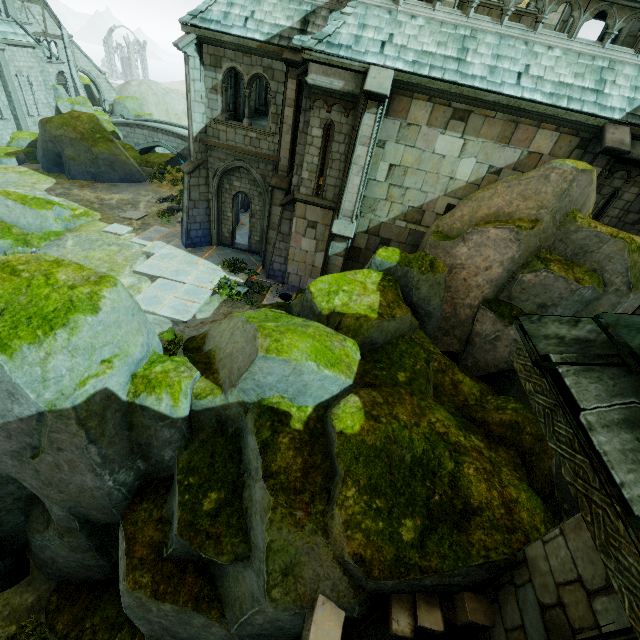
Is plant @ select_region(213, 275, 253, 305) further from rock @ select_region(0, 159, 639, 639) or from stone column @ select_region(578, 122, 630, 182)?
stone column @ select_region(578, 122, 630, 182)

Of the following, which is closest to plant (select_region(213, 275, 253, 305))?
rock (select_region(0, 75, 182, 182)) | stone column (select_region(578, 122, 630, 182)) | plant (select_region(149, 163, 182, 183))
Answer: stone column (select_region(578, 122, 630, 182))

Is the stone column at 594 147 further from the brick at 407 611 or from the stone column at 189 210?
the stone column at 189 210

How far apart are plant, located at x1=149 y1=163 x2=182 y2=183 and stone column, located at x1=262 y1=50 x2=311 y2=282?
13.9 meters

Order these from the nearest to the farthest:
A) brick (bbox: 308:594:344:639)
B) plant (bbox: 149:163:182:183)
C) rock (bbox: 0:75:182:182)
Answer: brick (bbox: 308:594:344:639) < rock (bbox: 0:75:182:182) < plant (bbox: 149:163:182:183)

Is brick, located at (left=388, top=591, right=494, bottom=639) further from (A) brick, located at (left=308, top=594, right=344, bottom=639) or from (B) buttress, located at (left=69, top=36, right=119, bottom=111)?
(B) buttress, located at (left=69, top=36, right=119, bottom=111)

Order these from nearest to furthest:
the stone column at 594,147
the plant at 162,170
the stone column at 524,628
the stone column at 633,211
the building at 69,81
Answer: the stone column at 524,628
the stone column at 594,147
the stone column at 633,211
the plant at 162,170
the building at 69,81

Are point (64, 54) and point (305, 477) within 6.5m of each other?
no
